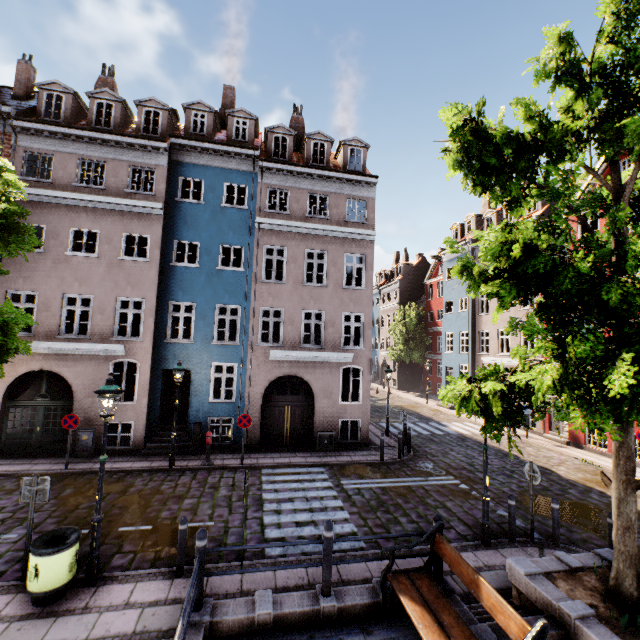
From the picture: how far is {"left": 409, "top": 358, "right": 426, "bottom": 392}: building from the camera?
37.09m

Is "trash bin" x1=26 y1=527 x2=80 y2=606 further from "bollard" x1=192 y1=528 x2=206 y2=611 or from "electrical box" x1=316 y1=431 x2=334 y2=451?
"electrical box" x1=316 y1=431 x2=334 y2=451

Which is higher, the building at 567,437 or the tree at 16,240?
the tree at 16,240

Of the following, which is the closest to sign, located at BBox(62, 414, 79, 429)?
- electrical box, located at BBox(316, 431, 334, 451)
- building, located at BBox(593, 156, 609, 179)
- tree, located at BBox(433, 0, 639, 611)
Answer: tree, located at BBox(433, 0, 639, 611)

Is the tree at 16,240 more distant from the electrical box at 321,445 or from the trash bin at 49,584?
the electrical box at 321,445

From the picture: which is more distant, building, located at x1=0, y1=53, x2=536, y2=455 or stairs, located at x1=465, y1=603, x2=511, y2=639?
building, located at x1=0, y1=53, x2=536, y2=455

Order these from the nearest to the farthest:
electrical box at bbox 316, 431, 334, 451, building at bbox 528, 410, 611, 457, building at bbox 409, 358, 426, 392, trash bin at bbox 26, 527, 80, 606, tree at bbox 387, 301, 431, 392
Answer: trash bin at bbox 26, 527, 80, 606 → electrical box at bbox 316, 431, 334, 451 → building at bbox 528, 410, 611, 457 → tree at bbox 387, 301, 431, 392 → building at bbox 409, 358, 426, 392

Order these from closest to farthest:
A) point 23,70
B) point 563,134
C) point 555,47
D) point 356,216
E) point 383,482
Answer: point 563,134, point 555,47, point 383,482, point 23,70, point 356,216
